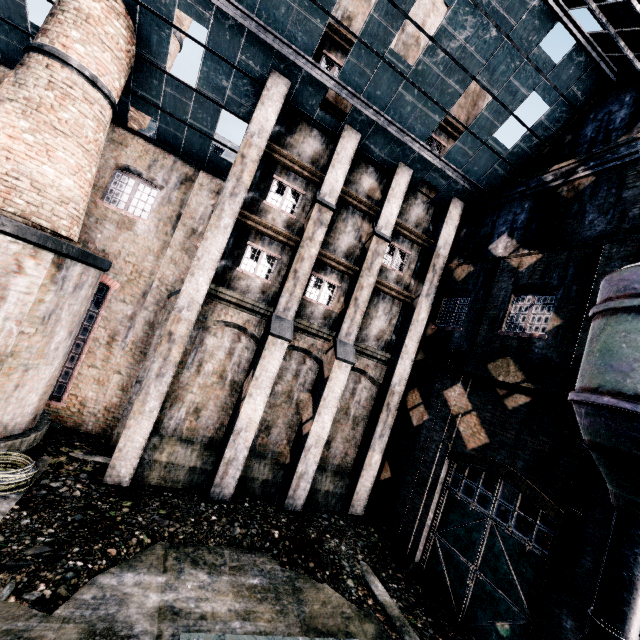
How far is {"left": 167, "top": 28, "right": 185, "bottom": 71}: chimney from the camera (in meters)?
19.27

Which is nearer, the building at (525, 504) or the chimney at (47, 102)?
the chimney at (47, 102)

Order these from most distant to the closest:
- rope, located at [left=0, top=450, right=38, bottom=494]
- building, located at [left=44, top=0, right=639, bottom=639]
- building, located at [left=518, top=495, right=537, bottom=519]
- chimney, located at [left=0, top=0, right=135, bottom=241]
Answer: building, located at [left=518, top=495, right=537, bottom=519]
building, located at [left=44, top=0, right=639, bottom=639]
chimney, located at [left=0, top=0, right=135, bottom=241]
rope, located at [left=0, top=450, right=38, bottom=494]

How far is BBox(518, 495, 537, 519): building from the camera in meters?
13.5 m

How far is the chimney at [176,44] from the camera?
19.3 meters

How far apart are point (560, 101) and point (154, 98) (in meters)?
17.24

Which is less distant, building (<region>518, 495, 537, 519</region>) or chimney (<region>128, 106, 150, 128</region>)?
building (<region>518, 495, 537, 519</region>)

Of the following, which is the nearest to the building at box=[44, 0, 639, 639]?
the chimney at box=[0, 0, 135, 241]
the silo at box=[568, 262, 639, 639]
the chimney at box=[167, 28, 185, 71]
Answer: the chimney at box=[0, 0, 135, 241]
